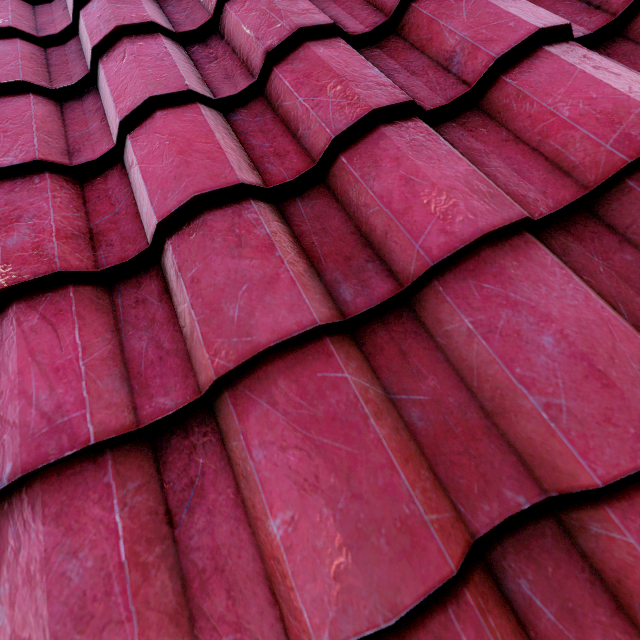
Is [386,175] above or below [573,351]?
above
